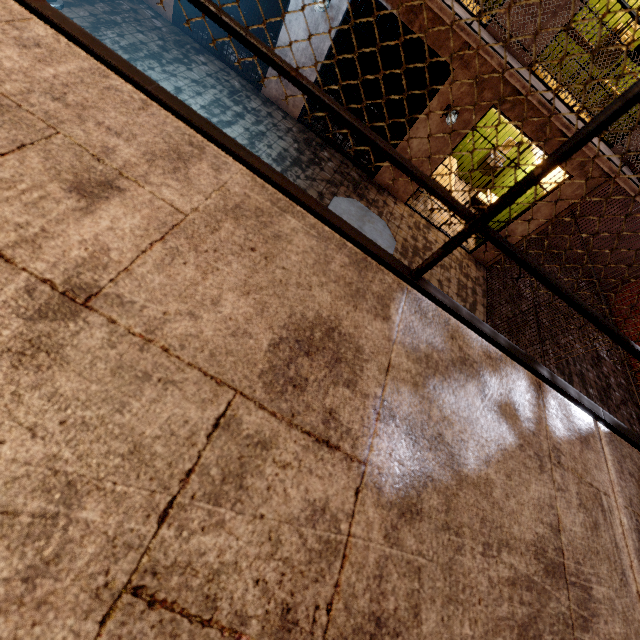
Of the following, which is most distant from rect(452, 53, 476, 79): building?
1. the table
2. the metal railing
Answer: the table

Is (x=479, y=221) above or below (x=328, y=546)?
above

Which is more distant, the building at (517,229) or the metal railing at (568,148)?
the building at (517,229)

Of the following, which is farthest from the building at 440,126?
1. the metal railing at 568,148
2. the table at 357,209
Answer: the table at 357,209

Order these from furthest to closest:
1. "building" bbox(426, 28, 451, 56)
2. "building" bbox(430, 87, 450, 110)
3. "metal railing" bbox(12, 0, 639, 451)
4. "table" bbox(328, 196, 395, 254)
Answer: Answer: "building" bbox(430, 87, 450, 110), "building" bbox(426, 28, 451, 56), "table" bbox(328, 196, 395, 254), "metal railing" bbox(12, 0, 639, 451)

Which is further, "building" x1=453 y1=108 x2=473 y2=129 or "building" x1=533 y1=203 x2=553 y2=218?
"building" x1=533 y1=203 x2=553 y2=218

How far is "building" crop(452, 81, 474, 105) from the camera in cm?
563
